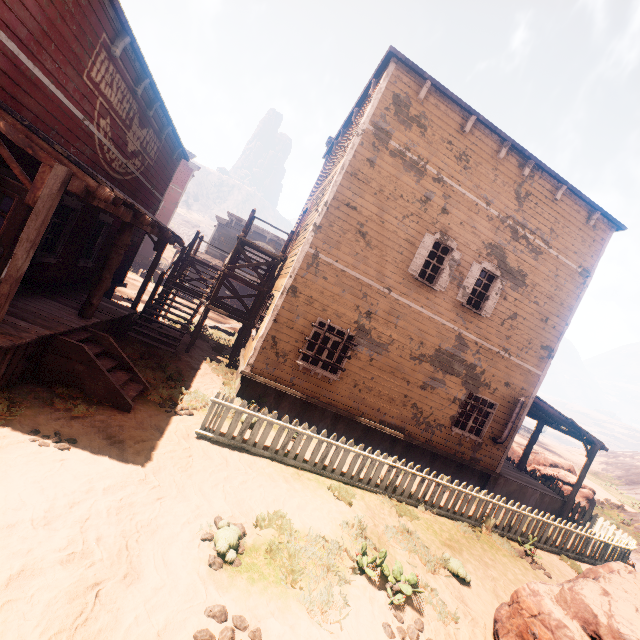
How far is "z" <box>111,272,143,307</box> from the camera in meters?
15.2 m

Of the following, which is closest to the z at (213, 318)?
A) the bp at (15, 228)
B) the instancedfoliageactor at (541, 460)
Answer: the instancedfoliageactor at (541, 460)

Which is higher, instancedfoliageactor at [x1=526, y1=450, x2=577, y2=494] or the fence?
instancedfoliageactor at [x1=526, y1=450, x2=577, y2=494]

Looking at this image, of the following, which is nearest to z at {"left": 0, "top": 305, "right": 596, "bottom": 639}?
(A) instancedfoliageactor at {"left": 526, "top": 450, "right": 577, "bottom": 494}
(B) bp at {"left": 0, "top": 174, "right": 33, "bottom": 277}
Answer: (A) instancedfoliageactor at {"left": 526, "top": 450, "right": 577, "bottom": 494}

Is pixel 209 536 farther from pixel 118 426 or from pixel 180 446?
pixel 118 426

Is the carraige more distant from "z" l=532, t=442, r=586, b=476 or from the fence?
the fence

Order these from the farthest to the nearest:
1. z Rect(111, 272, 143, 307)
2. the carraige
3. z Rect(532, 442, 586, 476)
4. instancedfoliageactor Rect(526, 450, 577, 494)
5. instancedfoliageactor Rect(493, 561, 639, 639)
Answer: z Rect(532, 442, 586, 476) → the carraige → instancedfoliageactor Rect(526, 450, 577, 494) → z Rect(111, 272, 143, 307) → instancedfoliageactor Rect(493, 561, 639, 639)

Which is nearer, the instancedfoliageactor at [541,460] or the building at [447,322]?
the building at [447,322]
